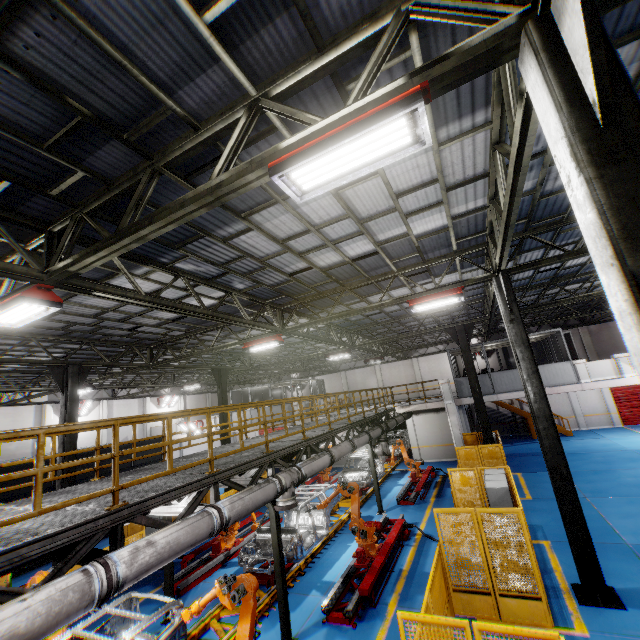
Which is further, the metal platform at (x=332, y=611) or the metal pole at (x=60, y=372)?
the metal pole at (x=60, y=372)

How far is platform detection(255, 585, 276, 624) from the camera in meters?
8.5 m

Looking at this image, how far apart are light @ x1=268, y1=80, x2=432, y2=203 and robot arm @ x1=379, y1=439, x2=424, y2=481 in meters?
17.1 m

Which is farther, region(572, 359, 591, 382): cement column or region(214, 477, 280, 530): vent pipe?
region(572, 359, 591, 382): cement column

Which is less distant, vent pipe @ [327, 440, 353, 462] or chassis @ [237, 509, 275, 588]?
chassis @ [237, 509, 275, 588]

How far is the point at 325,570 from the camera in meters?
10.4 m

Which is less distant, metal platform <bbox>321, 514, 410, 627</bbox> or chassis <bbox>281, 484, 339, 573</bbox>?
metal platform <bbox>321, 514, 410, 627</bbox>

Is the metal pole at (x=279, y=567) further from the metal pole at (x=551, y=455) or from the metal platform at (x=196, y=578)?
the metal pole at (x=551, y=455)
